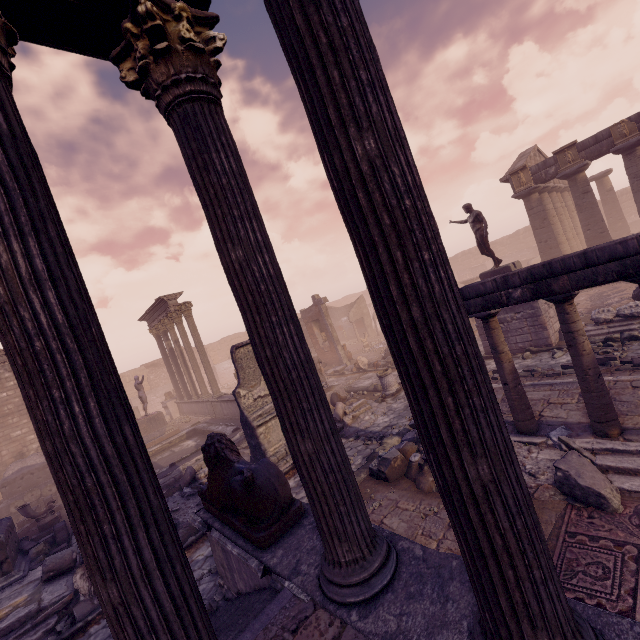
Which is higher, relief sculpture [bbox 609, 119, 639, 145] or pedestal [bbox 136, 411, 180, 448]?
relief sculpture [bbox 609, 119, 639, 145]

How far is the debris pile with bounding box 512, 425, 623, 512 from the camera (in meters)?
4.44

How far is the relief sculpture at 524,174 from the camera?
17.89m

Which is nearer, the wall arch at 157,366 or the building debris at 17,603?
the building debris at 17,603

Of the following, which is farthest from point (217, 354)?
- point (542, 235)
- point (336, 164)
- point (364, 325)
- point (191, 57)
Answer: point (336, 164)

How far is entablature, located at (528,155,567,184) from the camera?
17.1 meters

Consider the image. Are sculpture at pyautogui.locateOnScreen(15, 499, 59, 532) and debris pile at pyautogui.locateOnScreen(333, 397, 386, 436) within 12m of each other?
yes

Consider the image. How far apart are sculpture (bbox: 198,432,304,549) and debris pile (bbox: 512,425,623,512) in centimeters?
309cm
